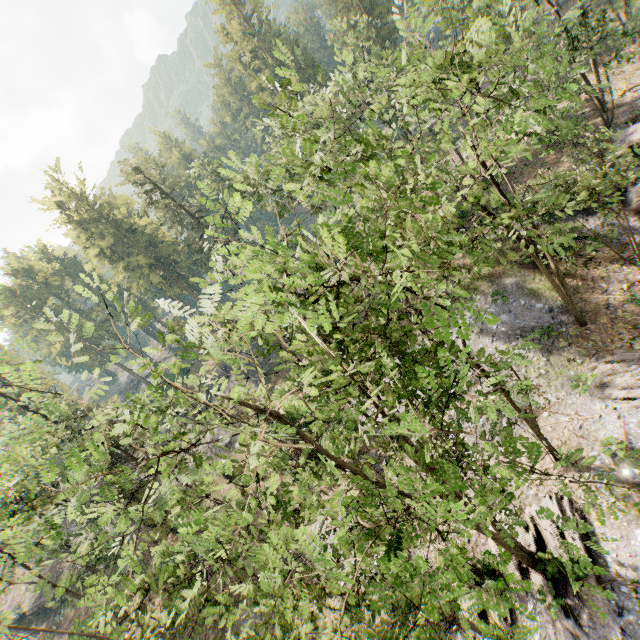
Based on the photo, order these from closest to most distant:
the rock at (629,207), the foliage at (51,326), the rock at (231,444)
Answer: the foliage at (51,326) → the rock at (629,207) → the rock at (231,444)

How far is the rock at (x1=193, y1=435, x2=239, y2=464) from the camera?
36.50m

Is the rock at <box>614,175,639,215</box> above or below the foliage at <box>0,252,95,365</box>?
Answer: below

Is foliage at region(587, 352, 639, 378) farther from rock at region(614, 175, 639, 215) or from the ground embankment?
rock at region(614, 175, 639, 215)

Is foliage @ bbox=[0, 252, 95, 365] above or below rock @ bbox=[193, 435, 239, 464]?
above

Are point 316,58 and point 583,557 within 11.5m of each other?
no

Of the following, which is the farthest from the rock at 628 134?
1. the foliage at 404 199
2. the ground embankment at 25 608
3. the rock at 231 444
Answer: the ground embankment at 25 608
